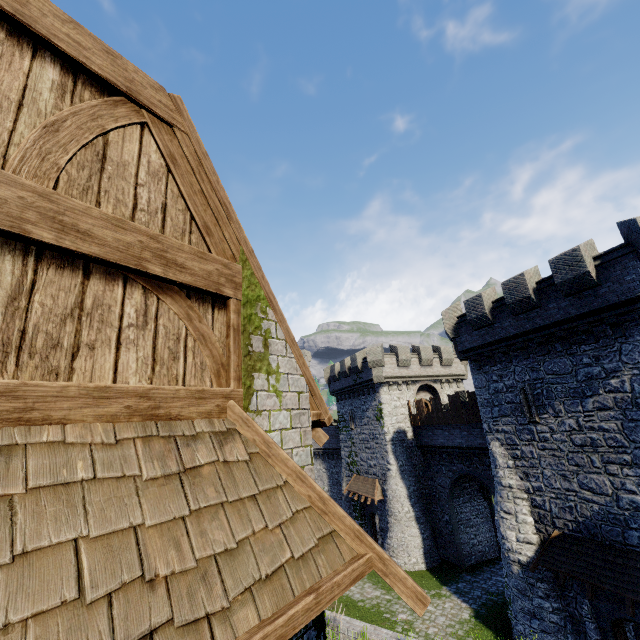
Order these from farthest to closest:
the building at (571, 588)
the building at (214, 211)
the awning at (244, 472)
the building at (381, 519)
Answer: the building at (381, 519) → the building at (571, 588) → the building at (214, 211) → the awning at (244, 472)

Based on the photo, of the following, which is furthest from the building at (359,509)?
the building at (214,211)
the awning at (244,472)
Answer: the awning at (244,472)

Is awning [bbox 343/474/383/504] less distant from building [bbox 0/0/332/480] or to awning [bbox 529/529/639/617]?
awning [bbox 529/529/639/617]

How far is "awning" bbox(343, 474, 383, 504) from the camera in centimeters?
2727cm

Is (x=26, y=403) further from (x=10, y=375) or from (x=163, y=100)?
(x=163, y=100)

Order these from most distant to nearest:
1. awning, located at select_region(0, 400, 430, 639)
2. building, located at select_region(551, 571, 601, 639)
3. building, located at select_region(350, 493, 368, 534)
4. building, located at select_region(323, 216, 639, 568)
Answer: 1. building, located at select_region(350, 493, 368, 534)
2. building, located at select_region(551, 571, 601, 639)
3. building, located at select_region(323, 216, 639, 568)
4. awning, located at select_region(0, 400, 430, 639)

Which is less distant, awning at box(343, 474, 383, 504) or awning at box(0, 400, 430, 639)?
awning at box(0, 400, 430, 639)

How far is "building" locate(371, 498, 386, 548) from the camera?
27.07m
